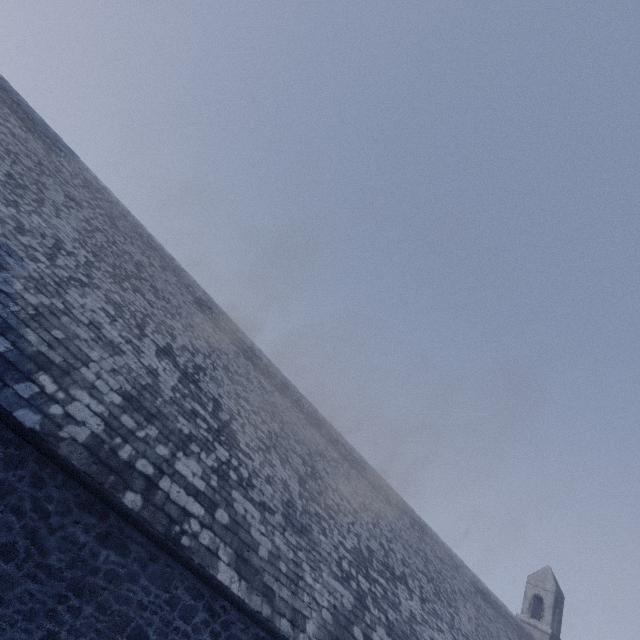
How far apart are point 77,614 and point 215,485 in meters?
2.7 m
